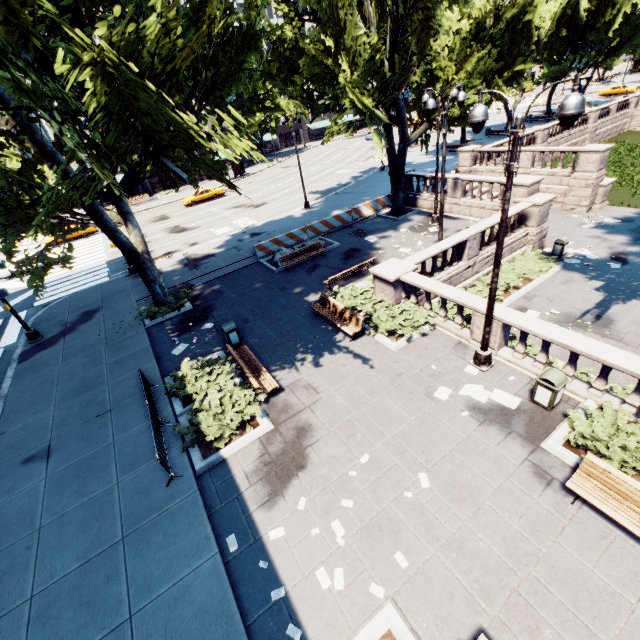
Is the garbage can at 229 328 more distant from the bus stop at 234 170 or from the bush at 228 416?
the bus stop at 234 170

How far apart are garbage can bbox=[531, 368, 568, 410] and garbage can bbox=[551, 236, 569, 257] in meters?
12.4 m

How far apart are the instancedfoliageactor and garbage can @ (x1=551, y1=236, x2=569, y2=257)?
12.8 meters

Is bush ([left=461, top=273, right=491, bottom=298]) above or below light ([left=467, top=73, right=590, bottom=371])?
below

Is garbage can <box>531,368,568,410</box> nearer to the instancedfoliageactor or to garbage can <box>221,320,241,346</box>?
the instancedfoliageactor

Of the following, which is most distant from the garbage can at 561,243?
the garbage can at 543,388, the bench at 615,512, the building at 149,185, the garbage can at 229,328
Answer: the building at 149,185

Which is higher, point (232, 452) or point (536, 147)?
point (536, 147)
